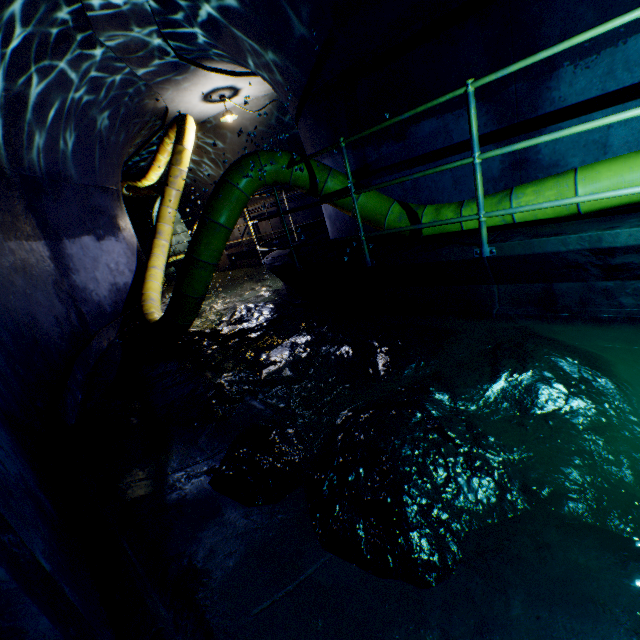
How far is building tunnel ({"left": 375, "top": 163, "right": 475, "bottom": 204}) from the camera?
3.9 meters

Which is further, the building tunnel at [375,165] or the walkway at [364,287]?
the building tunnel at [375,165]

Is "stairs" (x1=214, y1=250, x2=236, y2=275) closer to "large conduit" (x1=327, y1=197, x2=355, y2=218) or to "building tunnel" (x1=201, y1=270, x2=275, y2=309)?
"building tunnel" (x1=201, y1=270, x2=275, y2=309)

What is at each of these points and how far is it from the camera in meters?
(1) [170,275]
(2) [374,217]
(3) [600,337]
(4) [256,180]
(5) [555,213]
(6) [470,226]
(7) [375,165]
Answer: (1) building tunnel, 18.9 m
(2) large conduit, 4.1 m
(3) building tunnel, 2.6 m
(4) large conduit, 4.0 m
(5) large conduit, 2.9 m
(6) large conduit, 3.5 m
(7) building tunnel, 4.6 m

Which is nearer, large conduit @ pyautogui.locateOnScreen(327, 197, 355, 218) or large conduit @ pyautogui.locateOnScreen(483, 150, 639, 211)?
large conduit @ pyautogui.locateOnScreen(483, 150, 639, 211)

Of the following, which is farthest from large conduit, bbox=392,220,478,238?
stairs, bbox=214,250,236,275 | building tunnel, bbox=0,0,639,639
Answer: stairs, bbox=214,250,236,275

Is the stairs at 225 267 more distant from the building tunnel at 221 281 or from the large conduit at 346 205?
the large conduit at 346 205
